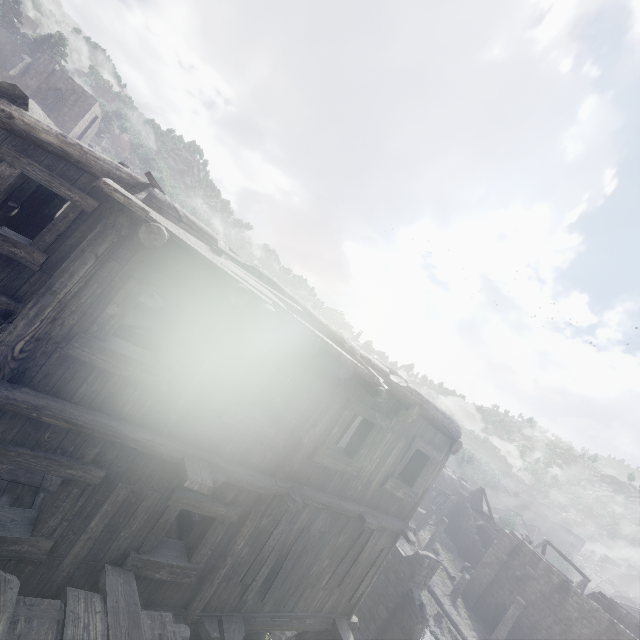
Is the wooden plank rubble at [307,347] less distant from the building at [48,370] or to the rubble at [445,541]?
the building at [48,370]

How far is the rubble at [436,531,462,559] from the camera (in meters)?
35.19

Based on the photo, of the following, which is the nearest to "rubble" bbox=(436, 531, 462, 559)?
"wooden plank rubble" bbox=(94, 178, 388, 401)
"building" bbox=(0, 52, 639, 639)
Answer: "building" bbox=(0, 52, 639, 639)

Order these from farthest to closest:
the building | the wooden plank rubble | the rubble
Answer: the rubble < the building < the wooden plank rubble

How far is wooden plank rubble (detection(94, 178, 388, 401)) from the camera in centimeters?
337cm

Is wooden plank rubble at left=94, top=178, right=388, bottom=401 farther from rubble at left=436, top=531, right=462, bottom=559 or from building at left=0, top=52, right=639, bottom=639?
rubble at left=436, top=531, right=462, bottom=559

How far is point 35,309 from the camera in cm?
378
